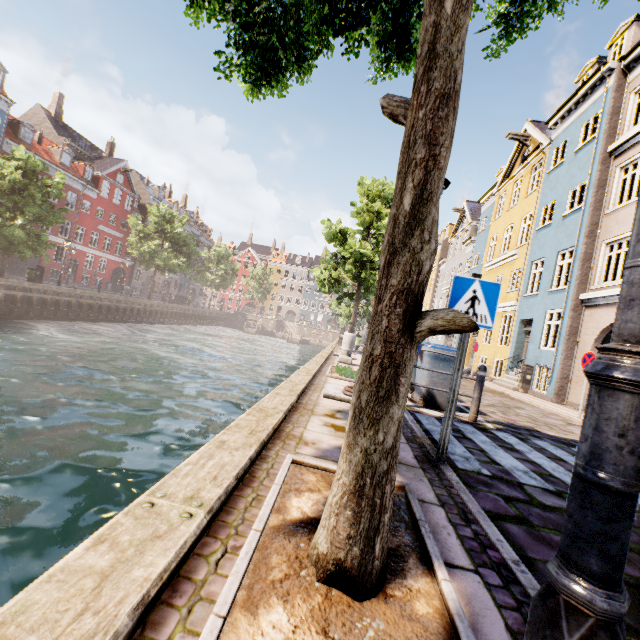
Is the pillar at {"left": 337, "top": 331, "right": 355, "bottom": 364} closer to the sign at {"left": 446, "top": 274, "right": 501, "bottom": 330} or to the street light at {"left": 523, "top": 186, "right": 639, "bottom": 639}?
the street light at {"left": 523, "top": 186, "right": 639, "bottom": 639}

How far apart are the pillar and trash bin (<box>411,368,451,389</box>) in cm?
380

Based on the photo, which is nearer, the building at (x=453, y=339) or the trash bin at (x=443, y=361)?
the trash bin at (x=443, y=361)

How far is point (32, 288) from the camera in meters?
21.0

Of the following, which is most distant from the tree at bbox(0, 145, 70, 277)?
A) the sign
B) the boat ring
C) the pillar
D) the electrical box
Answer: the electrical box

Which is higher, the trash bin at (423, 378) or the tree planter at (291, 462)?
the trash bin at (423, 378)

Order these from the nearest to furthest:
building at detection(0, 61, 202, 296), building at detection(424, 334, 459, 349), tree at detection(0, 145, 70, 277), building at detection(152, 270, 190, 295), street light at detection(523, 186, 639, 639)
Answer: street light at detection(523, 186, 639, 639) → tree at detection(0, 145, 70, 277) → building at detection(424, 334, 459, 349) → building at detection(0, 61, 202, 296) → building at detection(152, 270, 190, 295)

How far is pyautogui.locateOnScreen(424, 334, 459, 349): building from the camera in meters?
26.4 m
